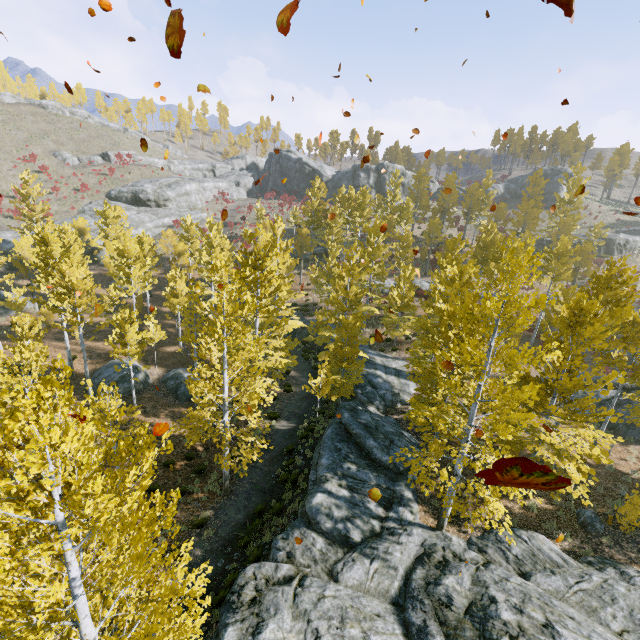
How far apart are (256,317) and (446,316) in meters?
11.0

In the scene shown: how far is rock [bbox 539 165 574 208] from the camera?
53.1m

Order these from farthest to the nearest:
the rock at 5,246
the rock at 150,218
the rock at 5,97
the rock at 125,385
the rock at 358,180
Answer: the rock at 358,180, the rock at 5,97, the rock at 150,218, the rock at 5,246, the rock at 125,385

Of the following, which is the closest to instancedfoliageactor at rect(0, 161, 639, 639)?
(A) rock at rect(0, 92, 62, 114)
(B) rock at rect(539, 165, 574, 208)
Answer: (B) rock at rect(539, 165, 574, 208)

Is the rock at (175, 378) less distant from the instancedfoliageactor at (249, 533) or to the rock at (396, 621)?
the instancedfoliageactor at (249, 533)

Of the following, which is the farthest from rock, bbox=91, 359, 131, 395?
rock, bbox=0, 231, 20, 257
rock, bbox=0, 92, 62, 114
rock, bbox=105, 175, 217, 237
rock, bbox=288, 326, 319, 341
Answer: rock, bbox=0, 92, 62, 114

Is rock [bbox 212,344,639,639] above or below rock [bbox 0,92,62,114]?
below

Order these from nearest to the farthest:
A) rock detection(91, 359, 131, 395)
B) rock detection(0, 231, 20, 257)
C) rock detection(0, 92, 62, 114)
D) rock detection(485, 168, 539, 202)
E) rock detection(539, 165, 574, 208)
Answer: rock detection(91, 359, 131, 395), rock detection(0, 231, 20, 257), rock detection(539, 165, 574, 208), rock detection(0, 92, 62, 114), rock detection(485, 168, 539, 202)
